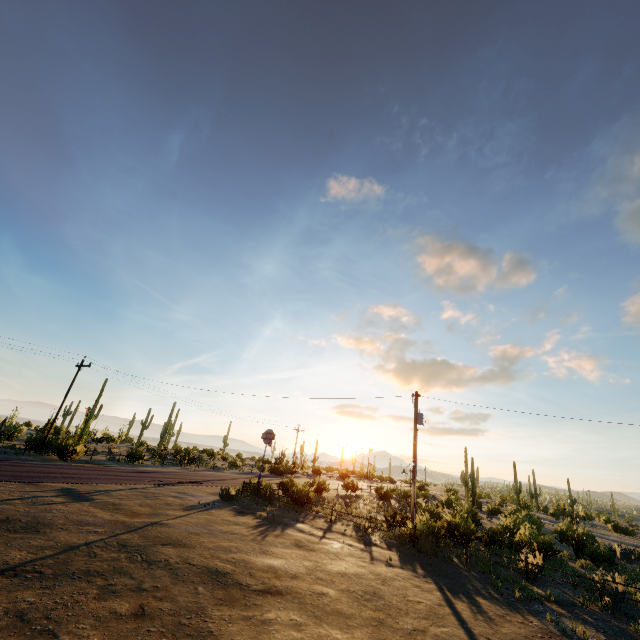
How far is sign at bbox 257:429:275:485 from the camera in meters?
24.4 m

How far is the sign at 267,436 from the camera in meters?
24.4 m

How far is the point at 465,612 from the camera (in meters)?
9.34
